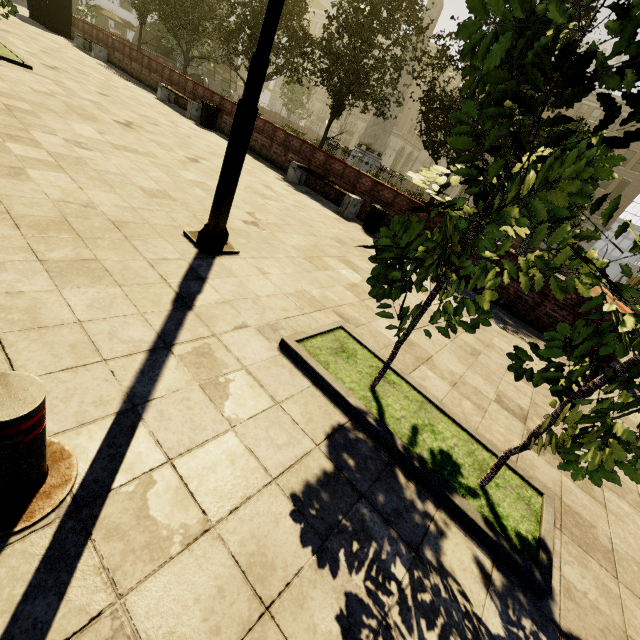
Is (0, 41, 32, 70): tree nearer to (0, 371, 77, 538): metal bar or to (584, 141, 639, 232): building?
(584, 141, 639, 232): building

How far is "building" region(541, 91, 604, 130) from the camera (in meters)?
41.81

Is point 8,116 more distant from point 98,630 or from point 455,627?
point 455,627

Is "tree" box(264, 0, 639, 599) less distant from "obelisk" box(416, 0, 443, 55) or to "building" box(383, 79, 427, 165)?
"building" box(383, 79, 427, 165)

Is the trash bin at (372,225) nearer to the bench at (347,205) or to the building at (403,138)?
the bench at (347,205)

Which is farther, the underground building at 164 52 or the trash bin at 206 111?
the underground building at 164 52

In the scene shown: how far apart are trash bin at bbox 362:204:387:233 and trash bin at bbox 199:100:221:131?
8.1 meters

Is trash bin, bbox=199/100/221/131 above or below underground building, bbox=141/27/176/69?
below
